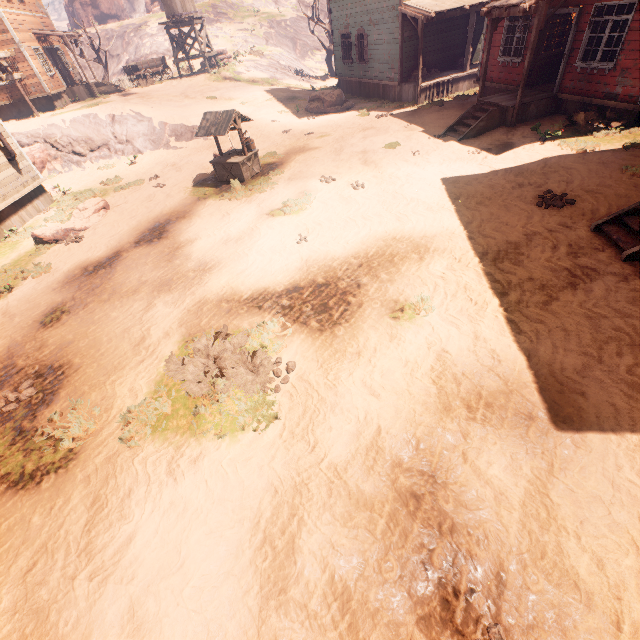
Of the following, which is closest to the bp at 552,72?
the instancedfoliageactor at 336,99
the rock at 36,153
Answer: the instancedfoliageactor at 336,99

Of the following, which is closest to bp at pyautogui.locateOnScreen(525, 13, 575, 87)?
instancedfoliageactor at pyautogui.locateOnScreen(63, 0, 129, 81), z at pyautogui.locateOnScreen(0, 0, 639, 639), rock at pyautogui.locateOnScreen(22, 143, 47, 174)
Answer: z at pyautogui.locateOnScreen(0, 0, 639, 639)

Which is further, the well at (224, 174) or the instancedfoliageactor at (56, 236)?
the well at (224, 174)

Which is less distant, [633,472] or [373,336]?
[633,472]

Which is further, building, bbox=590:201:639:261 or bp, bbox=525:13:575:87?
bp, bbox=525:13:575:87

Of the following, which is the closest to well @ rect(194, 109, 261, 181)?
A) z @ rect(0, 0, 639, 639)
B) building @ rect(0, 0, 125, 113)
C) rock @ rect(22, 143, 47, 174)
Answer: A: z @ rect(0, 0, 639, 639)

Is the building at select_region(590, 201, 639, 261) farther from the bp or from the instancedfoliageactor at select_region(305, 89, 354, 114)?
the instancedfoliageactor at select_region(305, 89, 354, 114)

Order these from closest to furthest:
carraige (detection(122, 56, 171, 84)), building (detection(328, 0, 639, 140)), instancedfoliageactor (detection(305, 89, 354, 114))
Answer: building (detection(328, 0, 639, 140)) < instancedfoliageactor (detection(305, 89, 354, 114)) < carraige (detection(122, 56, 171, 84))
